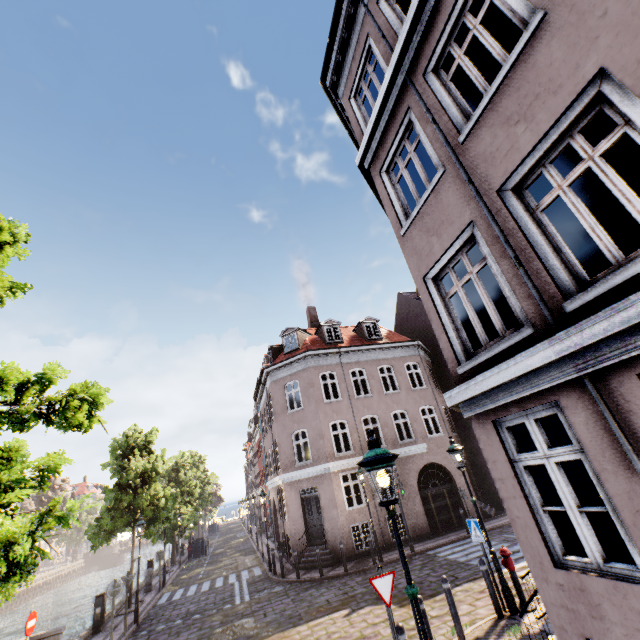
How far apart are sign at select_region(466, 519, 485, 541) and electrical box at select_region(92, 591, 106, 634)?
15.36m

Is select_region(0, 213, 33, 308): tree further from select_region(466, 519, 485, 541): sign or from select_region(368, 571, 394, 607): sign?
select_region(466, 519, 485, 541): sign

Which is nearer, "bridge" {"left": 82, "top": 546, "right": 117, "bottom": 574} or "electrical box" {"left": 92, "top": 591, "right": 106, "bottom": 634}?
"electrical box" {"left": 92, "top": 591, "right": 106, "bottom": 634}

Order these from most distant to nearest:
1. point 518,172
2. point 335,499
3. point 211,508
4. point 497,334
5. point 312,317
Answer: point 211,508 < point 312,317 < point 497,334 < point 335,499 < point 518,172

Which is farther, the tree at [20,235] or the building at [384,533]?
the building at [384,533]

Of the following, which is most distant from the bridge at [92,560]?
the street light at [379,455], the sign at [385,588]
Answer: the sign at [385,588]

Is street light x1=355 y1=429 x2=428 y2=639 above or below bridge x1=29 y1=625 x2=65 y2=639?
above

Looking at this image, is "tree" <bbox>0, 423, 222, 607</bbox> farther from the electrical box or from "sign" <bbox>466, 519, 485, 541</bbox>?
"sign" <bbox>466, 519, 485, 541</bbox>
